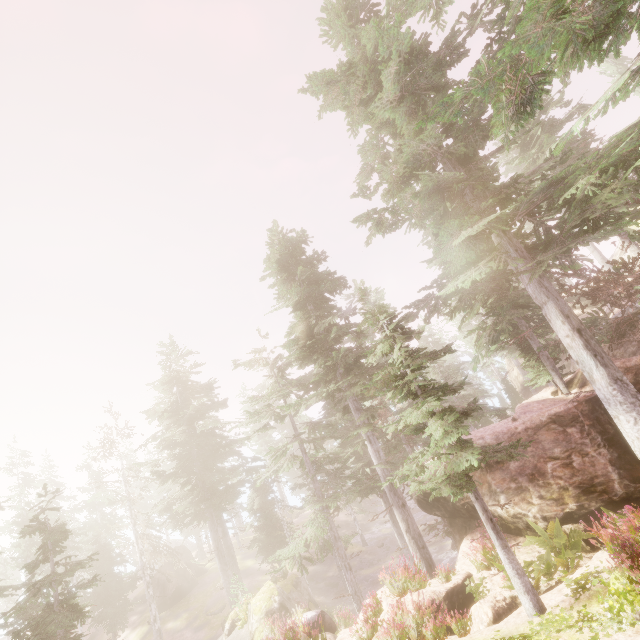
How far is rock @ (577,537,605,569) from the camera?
10.0 meters

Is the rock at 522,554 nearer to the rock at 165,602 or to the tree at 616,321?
the tree at 616,321

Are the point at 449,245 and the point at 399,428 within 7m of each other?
yes

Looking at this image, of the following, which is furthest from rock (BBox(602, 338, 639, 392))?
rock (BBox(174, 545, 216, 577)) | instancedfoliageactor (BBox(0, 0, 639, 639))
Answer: rock (BBox(174, 545, 216, 577))

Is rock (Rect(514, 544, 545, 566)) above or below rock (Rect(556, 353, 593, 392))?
below

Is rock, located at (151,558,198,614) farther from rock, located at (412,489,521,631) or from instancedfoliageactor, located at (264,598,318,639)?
rock, located at (412,489,521,631)
